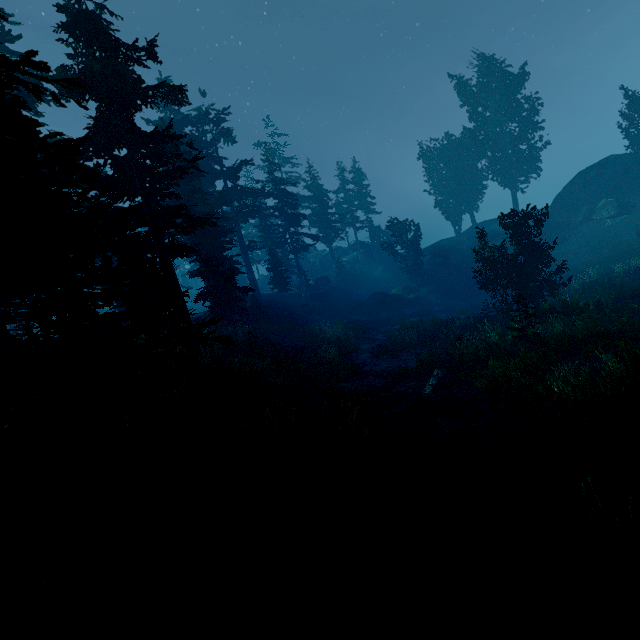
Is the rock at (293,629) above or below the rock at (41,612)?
below

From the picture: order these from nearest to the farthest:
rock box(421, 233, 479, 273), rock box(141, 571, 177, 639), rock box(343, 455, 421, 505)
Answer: rock box(141, 571, 177, 639) < rock box(343, 455, 421, 505) < rock box(421, 233, 479, 273)

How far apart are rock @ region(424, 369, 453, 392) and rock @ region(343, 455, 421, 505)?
6.5 meters

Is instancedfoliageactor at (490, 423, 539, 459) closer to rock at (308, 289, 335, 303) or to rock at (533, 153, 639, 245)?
rock at (533, 153, 639, 245)

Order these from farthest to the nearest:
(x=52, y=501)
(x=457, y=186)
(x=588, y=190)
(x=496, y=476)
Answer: (x=457, y=186)
(x=588, y=190)
(x=496, y=476)
(x=52, y=501)

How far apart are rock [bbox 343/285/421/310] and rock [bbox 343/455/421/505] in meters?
32.9

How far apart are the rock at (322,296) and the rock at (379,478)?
36.7m

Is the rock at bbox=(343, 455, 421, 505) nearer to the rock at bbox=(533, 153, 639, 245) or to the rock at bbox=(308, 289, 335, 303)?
the rock at bbox=(533, 153, 639, 245)
